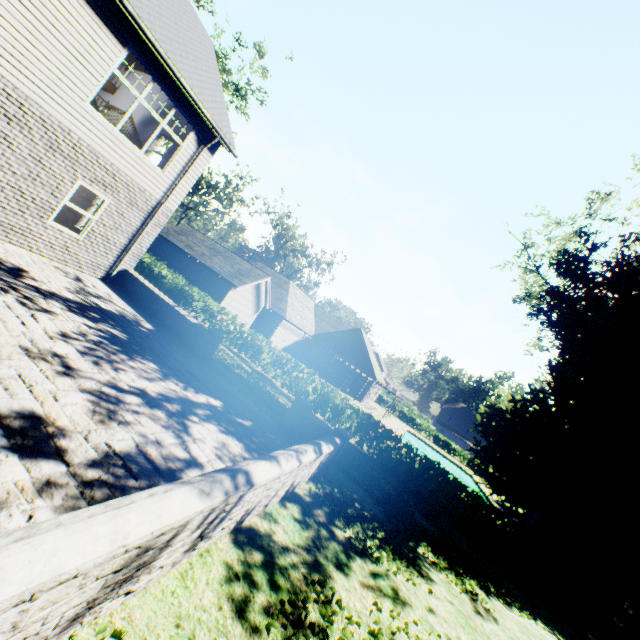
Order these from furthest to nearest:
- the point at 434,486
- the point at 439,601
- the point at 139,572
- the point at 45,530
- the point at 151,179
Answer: the point at 434,486 < the point at 151,179 < the point at 439,601 < the point at 139,572 < the point at 45,530

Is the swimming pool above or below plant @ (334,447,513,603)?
below

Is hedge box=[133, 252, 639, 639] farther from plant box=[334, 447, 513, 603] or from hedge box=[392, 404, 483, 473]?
hedge box=[392, 404, 483, 473]

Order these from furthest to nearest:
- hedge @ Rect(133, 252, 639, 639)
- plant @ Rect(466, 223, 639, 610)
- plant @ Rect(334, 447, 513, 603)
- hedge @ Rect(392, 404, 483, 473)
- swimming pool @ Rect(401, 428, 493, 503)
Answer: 1. hedge @ Rect(392, 404, 483, 473)
2. swimming pool @ Rect(401, 428, 493, 503)
3. plant @ Rect(466, 223, 639, 610)
4. hedge @ Rect(133, 252, 639, 639)
5. plant @ Rect(334, 447, 513, 603)

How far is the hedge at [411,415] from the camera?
50.6m

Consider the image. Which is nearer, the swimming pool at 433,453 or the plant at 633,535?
the plant at 633,535

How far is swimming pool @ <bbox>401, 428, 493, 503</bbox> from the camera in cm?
3735

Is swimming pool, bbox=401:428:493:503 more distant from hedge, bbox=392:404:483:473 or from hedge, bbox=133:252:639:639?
hedge, bbox=133:252:639:639
